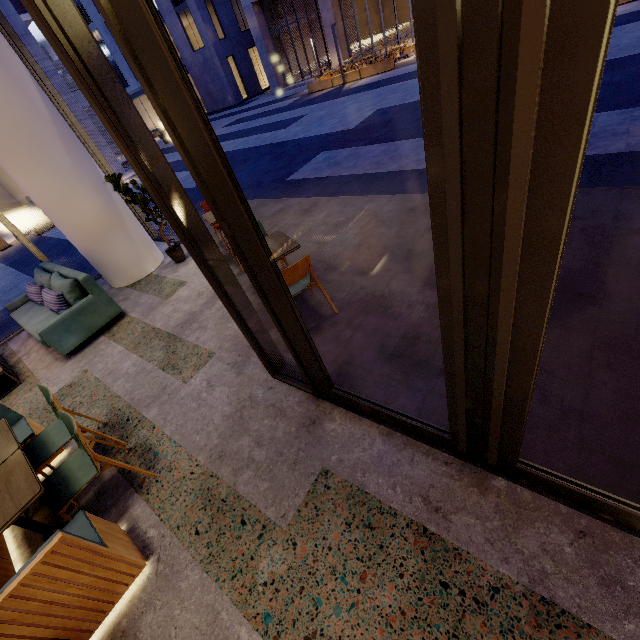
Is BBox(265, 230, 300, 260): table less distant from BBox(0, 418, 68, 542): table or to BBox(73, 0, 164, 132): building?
BBox(0, 418, 68, 542): table

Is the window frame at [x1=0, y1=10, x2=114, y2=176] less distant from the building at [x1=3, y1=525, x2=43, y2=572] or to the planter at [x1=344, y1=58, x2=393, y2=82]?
the building at [x1=3, y1=525, x2=43, y2=572]

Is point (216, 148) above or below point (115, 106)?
below

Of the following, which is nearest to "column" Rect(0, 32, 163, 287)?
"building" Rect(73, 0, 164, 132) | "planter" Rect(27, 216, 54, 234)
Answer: "planter" Rect(27, 216, 54, 234)

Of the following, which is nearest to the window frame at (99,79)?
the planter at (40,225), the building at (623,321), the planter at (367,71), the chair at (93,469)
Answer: the building at (623,321)

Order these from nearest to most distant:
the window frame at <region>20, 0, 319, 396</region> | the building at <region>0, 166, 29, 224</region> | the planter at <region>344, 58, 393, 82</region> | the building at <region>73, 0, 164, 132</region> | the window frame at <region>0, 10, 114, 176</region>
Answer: the window frame at <region>20, 0, 319, 396</region>
the window frame at <region>0, 10, 114, 176</region>
the planter at <region>344, 58, 393, 82</region>
the building at <region>0, 166, 29, 224</region>
the building at <region>73, 0, 164, 132</region>

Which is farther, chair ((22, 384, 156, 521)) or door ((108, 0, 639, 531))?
chair ((22, 384, 156, 521))

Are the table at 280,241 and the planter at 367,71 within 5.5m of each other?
no
